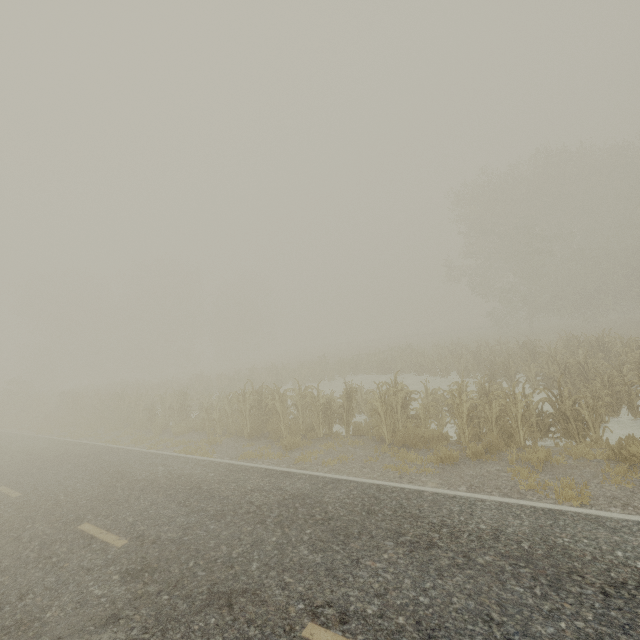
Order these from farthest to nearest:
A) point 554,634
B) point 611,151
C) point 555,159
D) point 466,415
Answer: point 611,151, point 555,159, point 466,415, point 554,634
